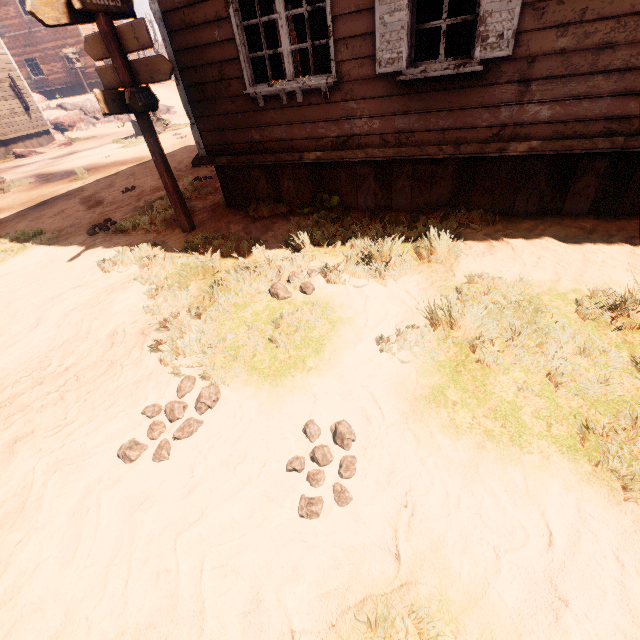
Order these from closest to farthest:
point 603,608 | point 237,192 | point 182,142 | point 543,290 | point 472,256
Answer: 1. point 603,608
2. point 543,290
3. point 472,256
4. point 237,192
5. point 182,142

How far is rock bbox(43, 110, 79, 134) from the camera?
26.0 meters

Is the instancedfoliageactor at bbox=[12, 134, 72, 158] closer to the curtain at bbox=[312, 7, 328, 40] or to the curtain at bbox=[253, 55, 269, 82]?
the curtain at bbox=[253, 55, 269, 82]

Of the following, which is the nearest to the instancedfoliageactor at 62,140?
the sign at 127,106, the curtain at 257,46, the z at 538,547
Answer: the z at 538,547

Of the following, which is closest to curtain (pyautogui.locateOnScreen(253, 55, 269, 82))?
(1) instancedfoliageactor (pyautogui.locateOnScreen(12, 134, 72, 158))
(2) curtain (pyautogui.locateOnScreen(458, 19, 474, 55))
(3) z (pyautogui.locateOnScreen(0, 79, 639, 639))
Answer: (3) z (pyautogui.locateOnScreen(0, 79, 639, 639))

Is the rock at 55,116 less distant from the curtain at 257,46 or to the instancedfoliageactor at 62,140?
the instancedfoliageactor at 62,140

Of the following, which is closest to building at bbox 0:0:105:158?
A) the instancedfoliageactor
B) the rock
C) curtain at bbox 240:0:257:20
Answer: curtain at bbox 240:0:257:20

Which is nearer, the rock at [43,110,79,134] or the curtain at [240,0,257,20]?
the curtain at [240,0,257,20]
